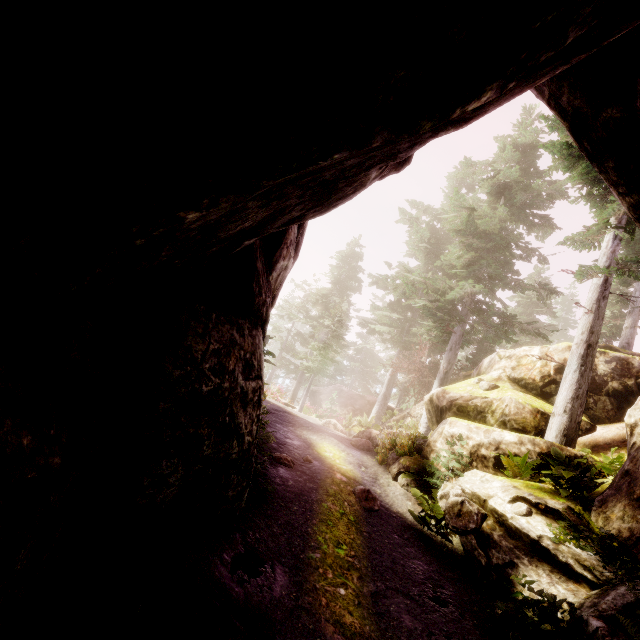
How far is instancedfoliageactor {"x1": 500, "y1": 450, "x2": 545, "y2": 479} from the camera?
8.8 meters

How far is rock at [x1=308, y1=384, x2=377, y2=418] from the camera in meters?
28.6 m

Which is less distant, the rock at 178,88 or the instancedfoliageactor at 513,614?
the rock at 178,88

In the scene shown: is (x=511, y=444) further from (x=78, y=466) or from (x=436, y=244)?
(x=436, y=244)

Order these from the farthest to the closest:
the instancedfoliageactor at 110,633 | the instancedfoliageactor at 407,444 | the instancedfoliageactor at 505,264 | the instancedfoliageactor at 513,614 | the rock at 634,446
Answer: the instancedfoliageactor at 407,444 < the instancedfoliageactor at 505,264 < the rock at 634,446 < the instancedfoliageactor at 513,614 < the instancedfoliageactor at 110,633

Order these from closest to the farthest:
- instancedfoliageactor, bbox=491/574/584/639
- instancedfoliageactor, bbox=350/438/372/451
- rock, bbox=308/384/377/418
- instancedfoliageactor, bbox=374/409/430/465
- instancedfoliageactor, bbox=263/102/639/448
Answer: instancedfoliageactor, bbox=491/574/584/639 < instancedfoliageactor, bbox=263/102/639/448 < instancedfoliageactor, bbox=374/409/430/465 < instancedfoliageactor, bbox=350/438/372/451 < rock, bbox=308/384/377/418

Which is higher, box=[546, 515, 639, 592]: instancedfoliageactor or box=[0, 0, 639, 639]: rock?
box=[546, 515, 639, 592]: instancedfoliageactor

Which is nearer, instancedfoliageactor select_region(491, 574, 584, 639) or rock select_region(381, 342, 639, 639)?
instancedfoliageactor select_region(491, 574, 584, 639)
